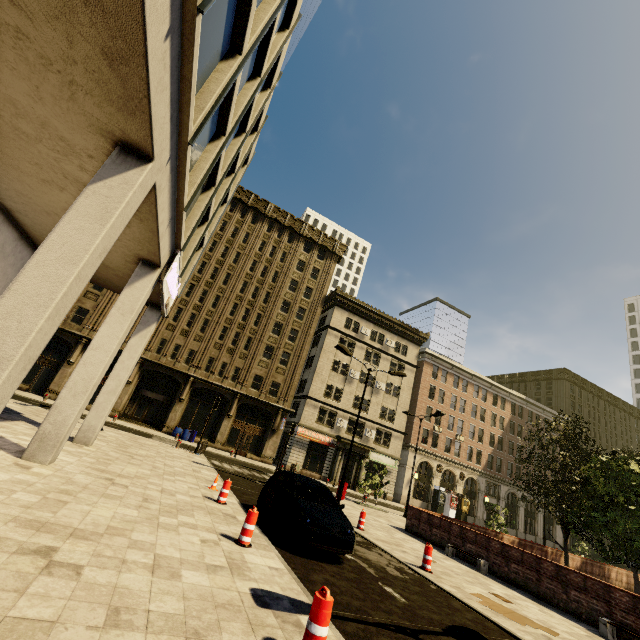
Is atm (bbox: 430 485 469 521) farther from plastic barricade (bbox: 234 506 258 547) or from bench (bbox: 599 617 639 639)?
plastic barricade (bbox: 234 506 258 547)

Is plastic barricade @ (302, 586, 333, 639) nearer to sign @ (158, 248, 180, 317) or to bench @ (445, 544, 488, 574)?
sign @ (158, 248, 180, 317)

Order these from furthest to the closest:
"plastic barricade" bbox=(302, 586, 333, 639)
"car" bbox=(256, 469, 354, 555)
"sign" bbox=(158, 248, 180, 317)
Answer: "sign" bbox=(158, 248, 180, 317) < "car" bbox=(256, 469, 354, 555) < "plastic barricade" bbox=(302, 586, 333, 639)

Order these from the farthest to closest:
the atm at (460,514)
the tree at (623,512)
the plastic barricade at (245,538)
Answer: the atm at (460,514)
the tree at (623,512)
the plastic barricade at (245,538)

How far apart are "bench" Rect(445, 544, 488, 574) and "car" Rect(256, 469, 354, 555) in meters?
7.1

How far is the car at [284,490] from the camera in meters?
7.6

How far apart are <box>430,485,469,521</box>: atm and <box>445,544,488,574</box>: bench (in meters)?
30.48

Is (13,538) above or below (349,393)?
below
